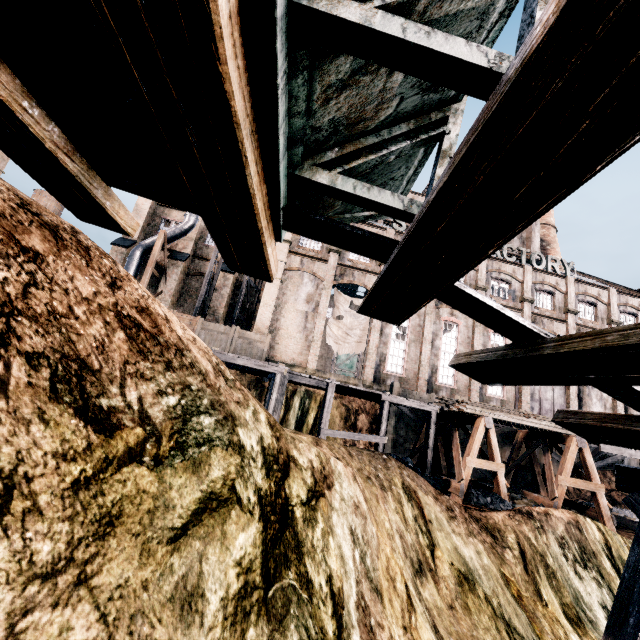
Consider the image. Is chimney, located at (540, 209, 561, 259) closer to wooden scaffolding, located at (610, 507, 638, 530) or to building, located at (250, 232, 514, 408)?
building, located at (250, 232, 514, 408)

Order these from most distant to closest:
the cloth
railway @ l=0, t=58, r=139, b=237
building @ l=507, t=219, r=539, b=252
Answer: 1. building @ l=507, t=219, r=539, b=252
2. the cloth
3. railway @ l=0, t=58, r=139, b=237

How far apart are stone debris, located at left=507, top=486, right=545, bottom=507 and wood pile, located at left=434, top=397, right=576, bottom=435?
3.5m

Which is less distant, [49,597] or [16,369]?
[49,597]

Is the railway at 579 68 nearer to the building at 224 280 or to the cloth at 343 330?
the building at 224 280

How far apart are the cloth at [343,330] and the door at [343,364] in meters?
18.8 m

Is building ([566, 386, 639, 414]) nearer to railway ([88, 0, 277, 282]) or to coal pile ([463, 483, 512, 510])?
coal pile ([463, 483, 512, 510])

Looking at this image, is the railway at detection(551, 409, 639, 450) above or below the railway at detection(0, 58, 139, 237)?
below
